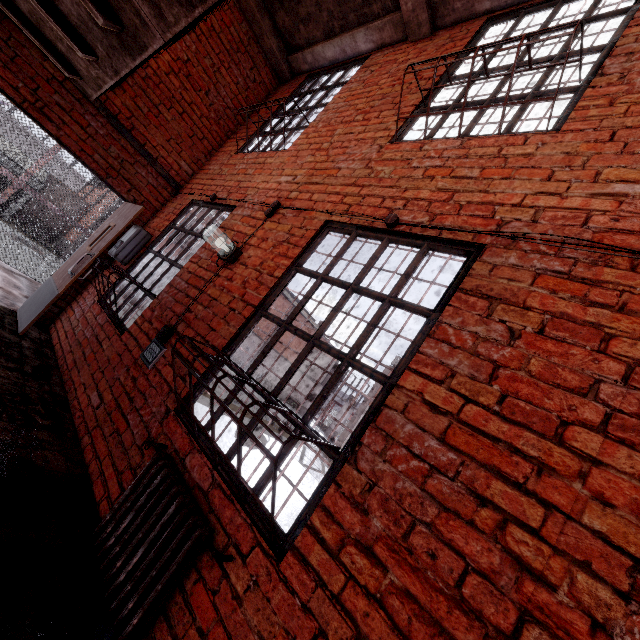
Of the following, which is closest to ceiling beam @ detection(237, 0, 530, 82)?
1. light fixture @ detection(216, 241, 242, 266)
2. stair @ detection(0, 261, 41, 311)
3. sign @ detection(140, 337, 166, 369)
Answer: light fixture @ detection(216, 241, 242, 266)

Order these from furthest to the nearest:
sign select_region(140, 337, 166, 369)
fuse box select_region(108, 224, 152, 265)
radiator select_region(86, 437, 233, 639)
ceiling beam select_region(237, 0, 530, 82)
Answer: fuse box select_region(108, 224, 152, 265)
ceiling beam select_region(237, 0, 530, 82)
sign select_region(140, 337, 166, 369)
radiator select_region(86, 437, 233, 639)

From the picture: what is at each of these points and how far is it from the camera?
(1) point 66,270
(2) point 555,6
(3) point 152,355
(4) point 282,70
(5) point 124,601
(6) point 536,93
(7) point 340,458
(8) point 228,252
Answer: (1) door, 4.5 meters
(2) metal bar, 3.0 meters
(3) sign, 2.9 meters
(4) ceiling beam, 5.7 meters
(5) radiator, 1.6 meters
(6) metal bar, 2.4 meters
(7) metal bar, 1.6 meters
(8) light fixture, 3.2 meters

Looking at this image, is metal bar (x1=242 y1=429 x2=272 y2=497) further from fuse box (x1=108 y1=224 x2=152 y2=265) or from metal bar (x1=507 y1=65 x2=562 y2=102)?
fuse box (x1=108 y1=224 x2=152 y2=265)

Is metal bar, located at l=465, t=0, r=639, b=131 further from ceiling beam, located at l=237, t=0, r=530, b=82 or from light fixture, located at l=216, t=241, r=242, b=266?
light fixture, located at l=216, t=241, r=242, b=266

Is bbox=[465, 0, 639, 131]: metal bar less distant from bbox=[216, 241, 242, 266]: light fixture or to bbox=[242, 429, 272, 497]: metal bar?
bbox=[242, 429, 272, 497]: metal bar

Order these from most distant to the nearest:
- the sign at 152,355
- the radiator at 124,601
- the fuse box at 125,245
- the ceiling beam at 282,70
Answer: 1. the fuse box at 125,245
2. the ceiling beam at 282,70
3. the sign at 152,355
4. the radiator at 124,601

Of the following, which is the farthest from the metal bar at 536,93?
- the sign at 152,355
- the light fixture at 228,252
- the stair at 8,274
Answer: the stair at 8,274
